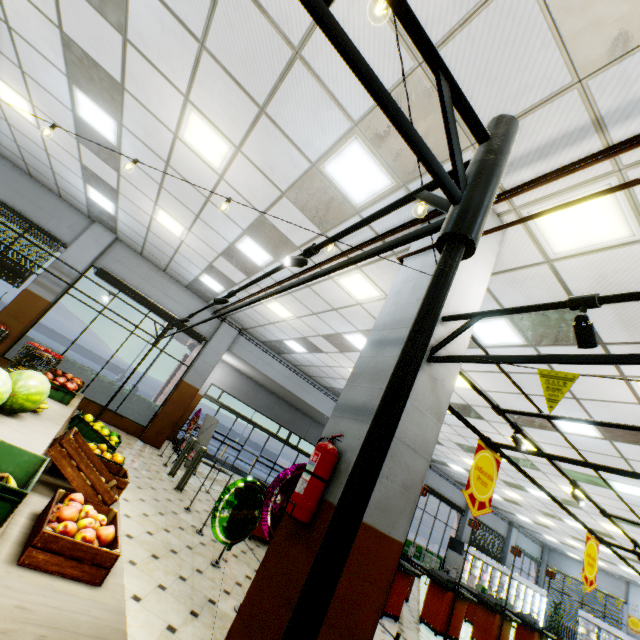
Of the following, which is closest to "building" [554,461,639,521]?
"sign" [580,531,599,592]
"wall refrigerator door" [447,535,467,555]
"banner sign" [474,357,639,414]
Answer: "wall refrigerator door" [447,535,467,555]

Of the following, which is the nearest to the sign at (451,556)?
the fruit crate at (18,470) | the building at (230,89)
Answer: the building at (230,89)

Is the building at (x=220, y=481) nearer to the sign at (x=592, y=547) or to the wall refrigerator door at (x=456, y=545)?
the wall refrigerator door at (x=456, y=545)

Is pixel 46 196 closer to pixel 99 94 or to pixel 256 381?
pixel 99 94

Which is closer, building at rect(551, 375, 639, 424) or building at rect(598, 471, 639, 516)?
building at rect(551, 375, 639, 424)

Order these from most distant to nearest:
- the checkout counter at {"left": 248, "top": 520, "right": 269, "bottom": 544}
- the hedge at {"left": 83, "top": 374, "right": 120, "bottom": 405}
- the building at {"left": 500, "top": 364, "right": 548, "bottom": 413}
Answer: the hedge at {"left": 83, "top": 374, "right": 120, "bottom": 405} → the checkout counter at {"left": 248, "top": 520, "right": 269, "bottom": 544} → the building at {"left": 500, "top": 364, "right": 548, "bottom": 413}

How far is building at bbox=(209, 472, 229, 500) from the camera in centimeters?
864cm
